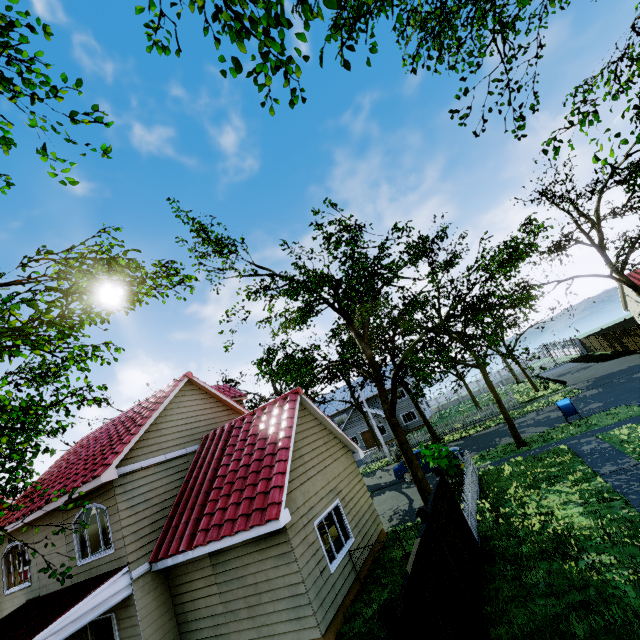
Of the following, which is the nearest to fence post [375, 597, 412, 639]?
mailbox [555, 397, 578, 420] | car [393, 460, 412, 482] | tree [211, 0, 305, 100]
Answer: tree [211, 0, 305, 100]

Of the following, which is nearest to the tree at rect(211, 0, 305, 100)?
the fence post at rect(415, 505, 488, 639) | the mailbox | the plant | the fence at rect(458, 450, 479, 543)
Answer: the fence at rect(458, 450, 479, 543)

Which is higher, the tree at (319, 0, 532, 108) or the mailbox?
the tree at (319, 0, 532, 108)

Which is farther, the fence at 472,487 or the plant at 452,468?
the plant at 452,468

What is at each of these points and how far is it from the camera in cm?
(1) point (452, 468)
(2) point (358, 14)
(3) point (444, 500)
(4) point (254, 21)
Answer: (1) plant, 1516
(2) tree, 358
(3) fence, 858
(4) tree, 288

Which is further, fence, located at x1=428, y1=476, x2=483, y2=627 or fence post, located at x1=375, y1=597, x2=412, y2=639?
fence, located at x1=428, y1=476, x2=483, y2=627

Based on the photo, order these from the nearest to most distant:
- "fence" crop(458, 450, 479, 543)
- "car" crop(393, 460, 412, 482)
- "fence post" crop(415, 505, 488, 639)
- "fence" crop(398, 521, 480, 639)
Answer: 1. "fence" crop(398, 521, 480, 639)
2. "fence post" crop(415, 505, 488, 639)
3. "fence" crop(458, 450, 479, 543)
4. "car" crop(393, 460, 412, 482)

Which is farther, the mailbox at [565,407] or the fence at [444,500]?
the mailbox at [565,407]
